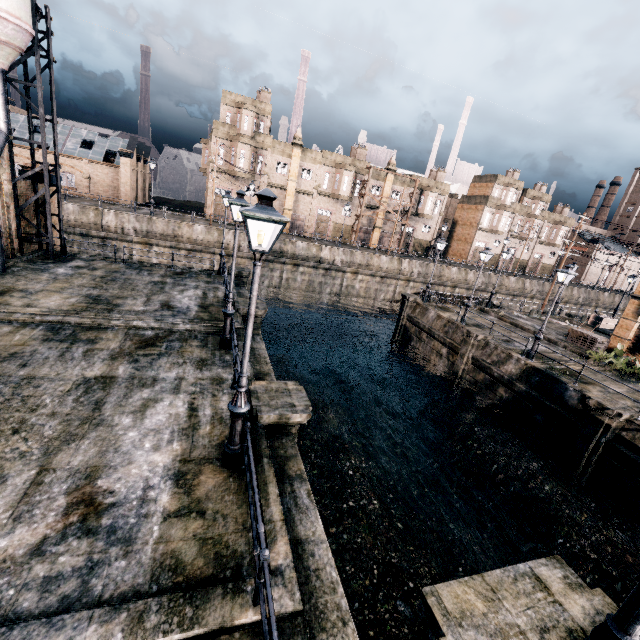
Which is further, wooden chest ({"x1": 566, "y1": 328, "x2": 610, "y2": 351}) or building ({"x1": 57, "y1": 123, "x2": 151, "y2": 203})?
building ({"x1": 57, "y1": 123, "x2": 151, "y2": 203})

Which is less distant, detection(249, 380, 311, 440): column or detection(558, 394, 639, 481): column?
detection(249, 380, 311, 440): column

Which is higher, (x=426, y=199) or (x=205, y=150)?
(x=205, y=150)

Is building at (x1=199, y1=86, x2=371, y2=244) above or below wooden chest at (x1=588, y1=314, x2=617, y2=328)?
above

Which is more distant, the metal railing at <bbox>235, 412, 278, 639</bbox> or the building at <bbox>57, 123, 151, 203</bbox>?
the building at <bbox>57, 123, 151, 203</bbox>

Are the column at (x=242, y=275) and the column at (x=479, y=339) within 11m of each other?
no

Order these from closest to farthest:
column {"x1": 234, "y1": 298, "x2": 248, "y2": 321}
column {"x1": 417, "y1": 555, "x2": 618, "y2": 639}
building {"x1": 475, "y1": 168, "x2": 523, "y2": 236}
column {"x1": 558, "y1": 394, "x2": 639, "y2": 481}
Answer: column {"x1": 417, "y1": 555, "x2": 618, "y2": 639} → column {"x1": 558, "y1": 394, "x2": 639, "y2": 481} → column {"x1": 234, "y1": 298, "x2": 248, "y2": 321} → building {"x1": 475, "y1": 168, "x2": 523, "y2": 236}

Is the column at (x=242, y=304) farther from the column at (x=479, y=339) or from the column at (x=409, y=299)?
the column at (x=409, y=299)
